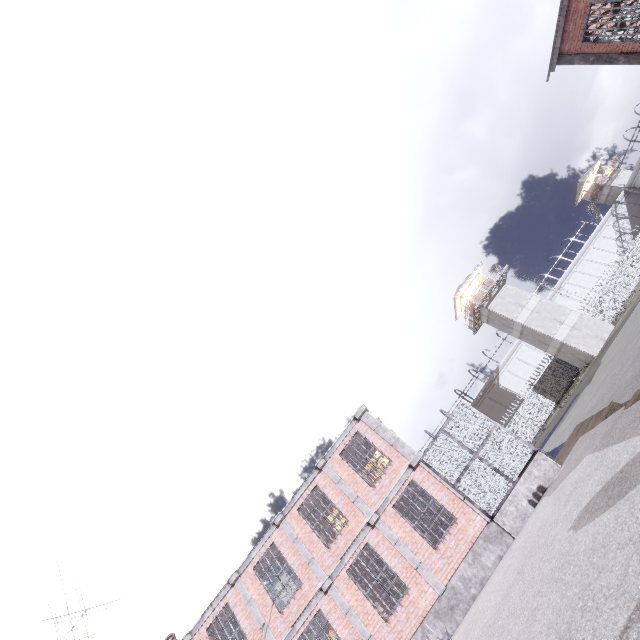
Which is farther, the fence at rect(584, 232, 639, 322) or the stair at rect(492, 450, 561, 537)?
the fence at rect(584, 232, 639, 322)

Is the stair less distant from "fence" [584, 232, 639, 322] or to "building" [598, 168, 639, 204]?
"fence" [584, 232, 639, 322]

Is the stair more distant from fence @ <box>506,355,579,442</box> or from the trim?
fence @ <box>506,355,579,442</box>

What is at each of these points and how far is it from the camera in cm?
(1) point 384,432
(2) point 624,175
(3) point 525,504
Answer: (1) trim, 1426
(2) building, 5416
(3) stair, 1130

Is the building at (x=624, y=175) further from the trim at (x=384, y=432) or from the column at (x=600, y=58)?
the trim at (x=384, y=432)

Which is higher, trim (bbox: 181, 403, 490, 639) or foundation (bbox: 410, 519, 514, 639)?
trim (bbox: 181, 403, 490, 639)

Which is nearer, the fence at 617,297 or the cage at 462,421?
the cage at 462,421

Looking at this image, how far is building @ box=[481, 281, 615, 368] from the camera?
33.2 meters
